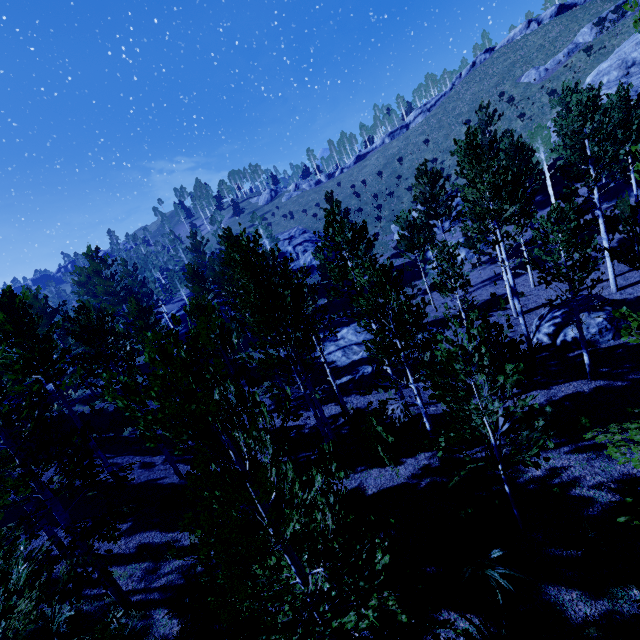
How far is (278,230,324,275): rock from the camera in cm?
5025

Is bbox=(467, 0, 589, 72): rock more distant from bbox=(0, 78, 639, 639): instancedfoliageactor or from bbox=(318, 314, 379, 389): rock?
bbox=(318, 314, 379, 389): rock

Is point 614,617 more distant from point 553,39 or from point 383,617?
point 553,39

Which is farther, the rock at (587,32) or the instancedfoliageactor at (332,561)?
the rock at (587,32)

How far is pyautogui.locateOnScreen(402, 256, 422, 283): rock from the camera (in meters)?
34.97

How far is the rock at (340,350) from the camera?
18.6m

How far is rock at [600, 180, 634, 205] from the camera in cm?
2530

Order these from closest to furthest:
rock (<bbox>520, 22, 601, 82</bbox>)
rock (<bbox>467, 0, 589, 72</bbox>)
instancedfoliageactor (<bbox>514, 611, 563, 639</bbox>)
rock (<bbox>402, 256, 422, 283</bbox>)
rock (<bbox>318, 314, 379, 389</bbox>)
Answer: instancedfoliageactor (<bbox>514, 611, 563, 639</bbox>) < rock (<bbox>318, 314, 379, 389</bbox>) < rock (<bbox>402, 256, 422, 283</bbox>) < rock (<bbox>520, 22, 601, 82</bbox>) < rock (<bbox>467, 0, 589, 72</bbox>)
